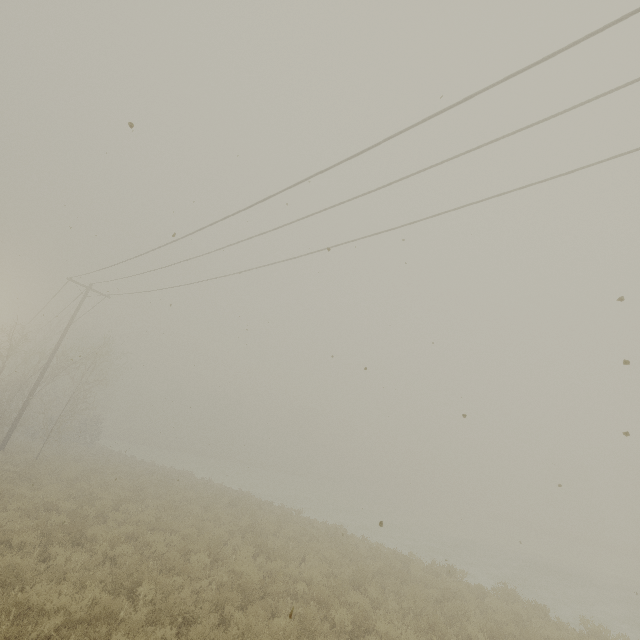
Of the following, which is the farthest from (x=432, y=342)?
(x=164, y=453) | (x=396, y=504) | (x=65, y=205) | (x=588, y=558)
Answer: (x=164, y=453)
